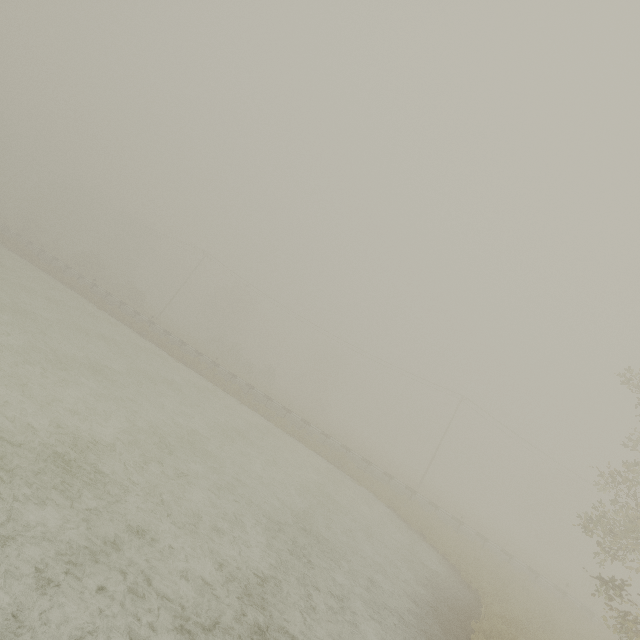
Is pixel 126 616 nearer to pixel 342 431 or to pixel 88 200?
pixel 342 431
